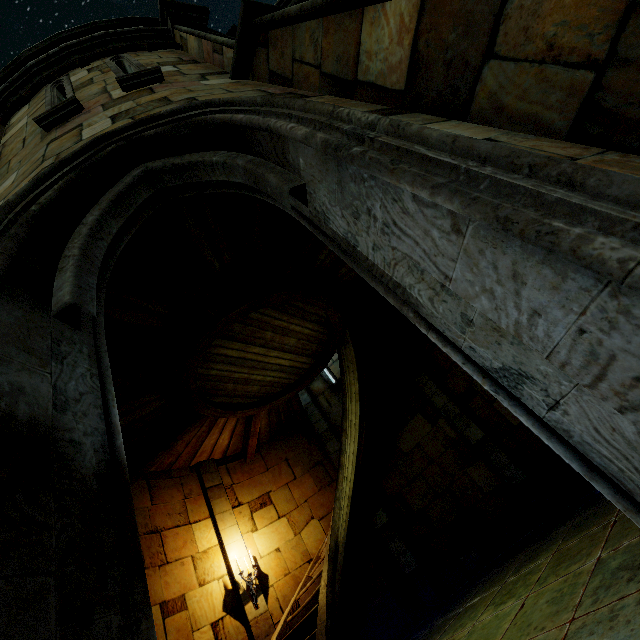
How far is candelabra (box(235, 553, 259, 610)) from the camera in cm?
Answer: 685

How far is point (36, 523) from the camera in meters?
0.9

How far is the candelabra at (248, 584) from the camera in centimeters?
685cm
